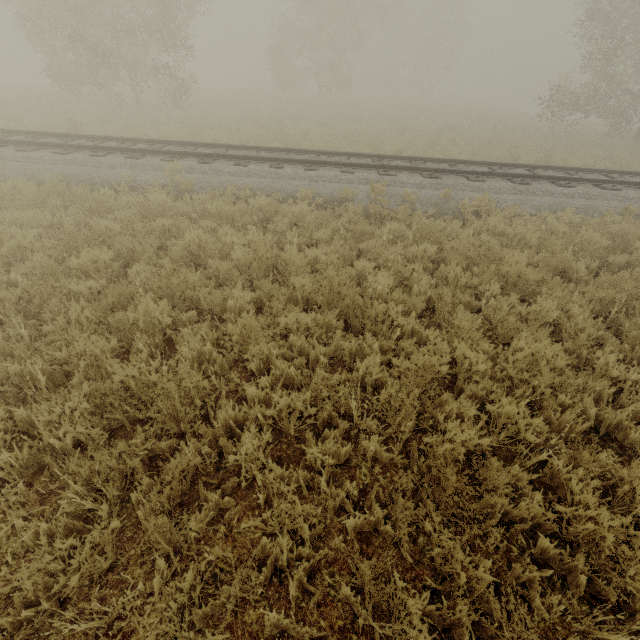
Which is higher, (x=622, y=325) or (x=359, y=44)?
(x=359, y=44)
